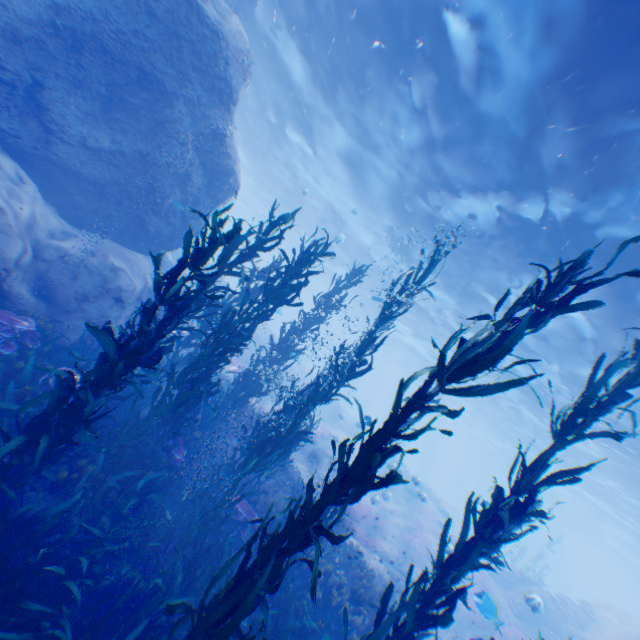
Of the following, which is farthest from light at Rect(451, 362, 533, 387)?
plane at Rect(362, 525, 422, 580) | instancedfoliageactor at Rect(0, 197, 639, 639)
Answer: plane at Rect(362, 525, 422, 580)

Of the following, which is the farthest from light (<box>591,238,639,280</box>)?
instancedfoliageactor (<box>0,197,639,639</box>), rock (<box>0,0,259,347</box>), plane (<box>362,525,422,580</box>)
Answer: plane (<box>362,525,422,580</box>)

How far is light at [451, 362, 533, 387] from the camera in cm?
1922

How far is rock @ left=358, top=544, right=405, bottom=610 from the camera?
12.2 meters

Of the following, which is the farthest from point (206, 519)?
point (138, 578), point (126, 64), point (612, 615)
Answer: point (612, 615)

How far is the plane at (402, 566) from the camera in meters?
14.8

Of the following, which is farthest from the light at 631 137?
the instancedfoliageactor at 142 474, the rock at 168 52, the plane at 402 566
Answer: the plane at 402 566

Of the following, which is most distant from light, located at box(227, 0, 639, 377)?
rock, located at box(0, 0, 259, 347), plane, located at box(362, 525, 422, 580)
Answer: plane, located at box(362, 525, 422, 580)
